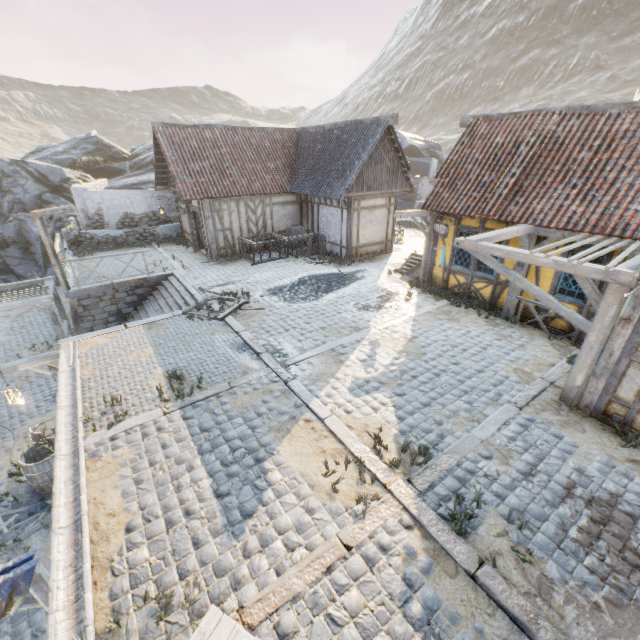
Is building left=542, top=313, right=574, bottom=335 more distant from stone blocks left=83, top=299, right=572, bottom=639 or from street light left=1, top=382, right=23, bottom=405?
street light left=1, top=382, right=23, bottom=405

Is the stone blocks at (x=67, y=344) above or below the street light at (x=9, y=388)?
above

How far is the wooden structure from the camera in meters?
4.5

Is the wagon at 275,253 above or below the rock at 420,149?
below

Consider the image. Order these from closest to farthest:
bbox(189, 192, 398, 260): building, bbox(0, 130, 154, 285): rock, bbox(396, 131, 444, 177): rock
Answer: bbox(189, 192, 398, 260): building → bbox(0, 130, 154, 285): rock → bbox(396, 131, 444, 177): rock

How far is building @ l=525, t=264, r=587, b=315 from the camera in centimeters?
856cm

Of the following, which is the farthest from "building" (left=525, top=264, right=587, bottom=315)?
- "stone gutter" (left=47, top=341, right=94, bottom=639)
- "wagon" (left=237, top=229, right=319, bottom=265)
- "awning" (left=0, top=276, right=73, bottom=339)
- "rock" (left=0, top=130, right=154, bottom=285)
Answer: "awning" (left=0, top=276, right=73, bottom=339)

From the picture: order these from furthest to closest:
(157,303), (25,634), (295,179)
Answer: (295,179), (157,303), (25,634)
